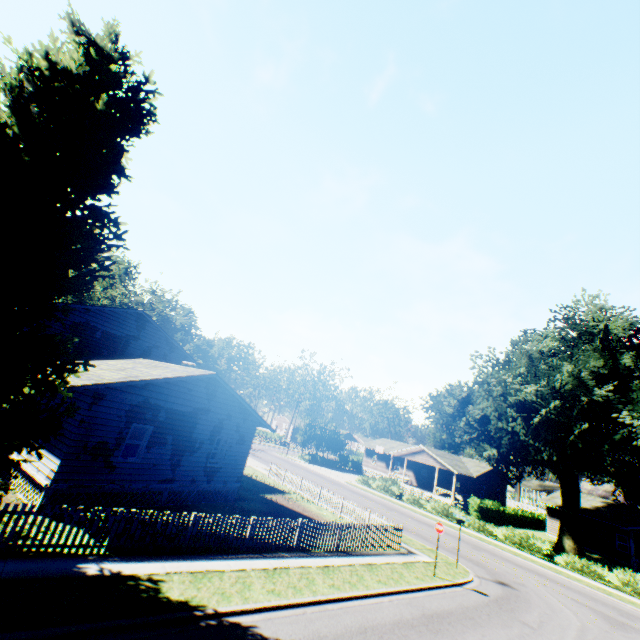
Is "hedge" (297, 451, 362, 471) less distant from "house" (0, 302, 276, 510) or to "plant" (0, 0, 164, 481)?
"plant" (0, 0, 164, 481)

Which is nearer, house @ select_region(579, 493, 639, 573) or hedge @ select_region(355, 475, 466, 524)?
hedge @ select_region(355, 475, 466, 524)

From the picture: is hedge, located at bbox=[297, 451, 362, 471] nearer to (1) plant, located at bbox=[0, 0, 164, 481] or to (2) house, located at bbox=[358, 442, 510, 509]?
(2) house, located at bbox=[358, 442, 510, 509]

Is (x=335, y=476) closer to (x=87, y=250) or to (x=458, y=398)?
(x=458, y=398)

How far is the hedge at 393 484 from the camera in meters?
31.6 m

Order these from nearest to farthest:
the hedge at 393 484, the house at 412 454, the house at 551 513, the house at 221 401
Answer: the house at 221 401, the hedge at 393 484, the house at 551 513, the house at 412 454

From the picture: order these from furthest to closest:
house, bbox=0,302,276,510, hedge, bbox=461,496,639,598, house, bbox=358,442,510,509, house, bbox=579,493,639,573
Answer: house, bbox=358,442,510,509 < house, bbox=579,493,639,573 < hedge, bbox=461,496,639,598 < house, bbox=0,302,276,510

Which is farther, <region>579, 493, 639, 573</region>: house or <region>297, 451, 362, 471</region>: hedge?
<region>297, 451, 362, 471</region>: hedge
